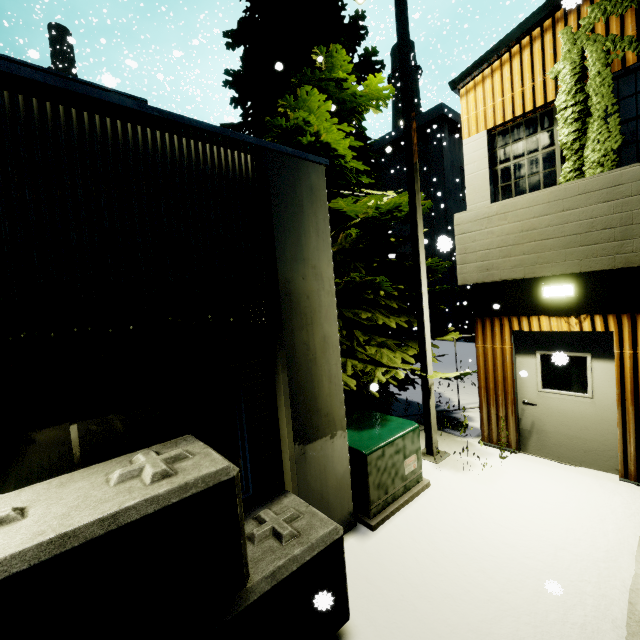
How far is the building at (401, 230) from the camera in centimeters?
2544cm

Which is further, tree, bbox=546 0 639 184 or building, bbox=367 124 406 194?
building, bbox=367 124 406 194

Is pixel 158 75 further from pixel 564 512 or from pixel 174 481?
pixel 564 512

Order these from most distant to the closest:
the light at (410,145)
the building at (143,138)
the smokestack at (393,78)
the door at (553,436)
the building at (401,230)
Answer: the smokestack at (393,78) < the building at (401,230) < the light at (410,145) < the door at (553,436) < the building at (143,138)

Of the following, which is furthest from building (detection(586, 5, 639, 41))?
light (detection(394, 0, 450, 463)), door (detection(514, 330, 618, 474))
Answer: light (detection(394, 0, 450, 463))

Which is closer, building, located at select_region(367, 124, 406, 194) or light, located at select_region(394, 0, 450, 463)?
light, located at select_region(394, 0, 450, 463)

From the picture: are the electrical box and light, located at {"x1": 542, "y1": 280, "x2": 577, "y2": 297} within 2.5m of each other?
no

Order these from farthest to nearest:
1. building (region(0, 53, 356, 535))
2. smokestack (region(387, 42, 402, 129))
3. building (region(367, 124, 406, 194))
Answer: smokestack (region(387, 42, 402, 129)), building (region(367, 124, 406, 194)), building (region(0, 53, 356, 535))
